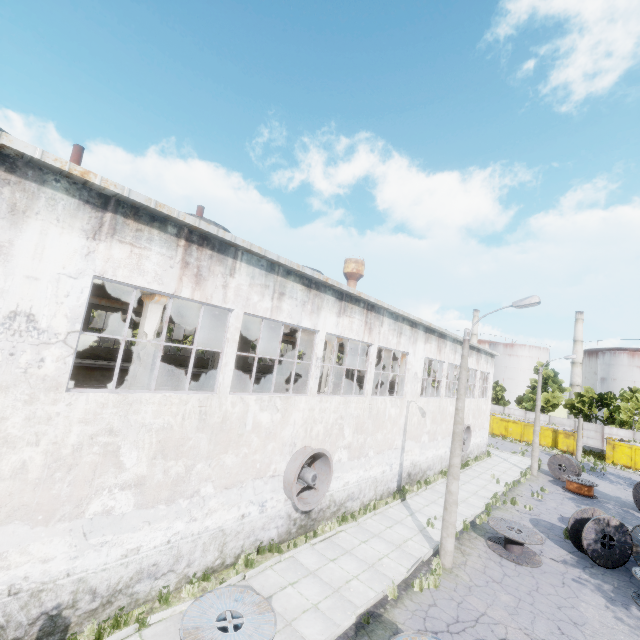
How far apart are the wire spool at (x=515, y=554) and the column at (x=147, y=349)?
14.5m

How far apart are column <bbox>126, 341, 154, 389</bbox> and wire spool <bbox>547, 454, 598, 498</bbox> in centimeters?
2851cm

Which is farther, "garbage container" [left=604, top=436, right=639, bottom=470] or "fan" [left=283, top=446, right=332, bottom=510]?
"garbage container" [left=604, top=436, right=639, bottom=470]

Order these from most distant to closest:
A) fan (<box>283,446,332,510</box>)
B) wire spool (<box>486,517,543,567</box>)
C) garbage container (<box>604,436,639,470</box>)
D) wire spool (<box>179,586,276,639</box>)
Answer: garbage container (<box>604,436,639,470</box>) < wire spool (<box>486,517,543,567</box>) < fan (<box>283,446,332,510</box>) < wire spool (<box>179,586,276,639</box>)

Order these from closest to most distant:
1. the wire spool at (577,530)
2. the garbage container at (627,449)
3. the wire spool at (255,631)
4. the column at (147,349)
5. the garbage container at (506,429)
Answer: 1. the wire spool at (255,631)
2. the column at (147,349)
3. the wire spool at (577,530)
4. the garbage container at (627,449)
5. the garbage container at (506,429)

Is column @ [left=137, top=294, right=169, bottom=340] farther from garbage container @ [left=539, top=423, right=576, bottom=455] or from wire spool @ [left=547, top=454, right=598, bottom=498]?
garbage container @ [left=539, top=423, right=576, bottom=455]

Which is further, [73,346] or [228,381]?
[228,381]

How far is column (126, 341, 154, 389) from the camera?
10.6m
